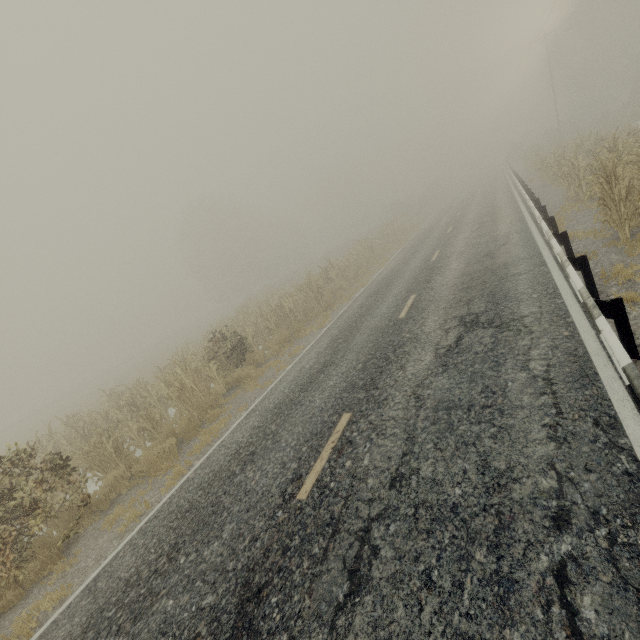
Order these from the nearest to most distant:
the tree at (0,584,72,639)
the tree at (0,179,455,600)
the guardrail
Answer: the guardrail < the tree at (0,584,72,639) < the tree at (0,179,455,600)

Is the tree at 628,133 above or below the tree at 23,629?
above

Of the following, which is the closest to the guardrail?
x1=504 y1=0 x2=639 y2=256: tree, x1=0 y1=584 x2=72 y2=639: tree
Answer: x1=504 y1=0 x2=639 y2=256: tree

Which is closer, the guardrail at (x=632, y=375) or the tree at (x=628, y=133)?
the guardrail at (x=632, y=375)

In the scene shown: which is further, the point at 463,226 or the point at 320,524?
the point at 463,226

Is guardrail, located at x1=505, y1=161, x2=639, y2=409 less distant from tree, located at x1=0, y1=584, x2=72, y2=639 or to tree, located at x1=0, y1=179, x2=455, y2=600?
tree, located at x1=0, y1=179, x2=455, y2=600
